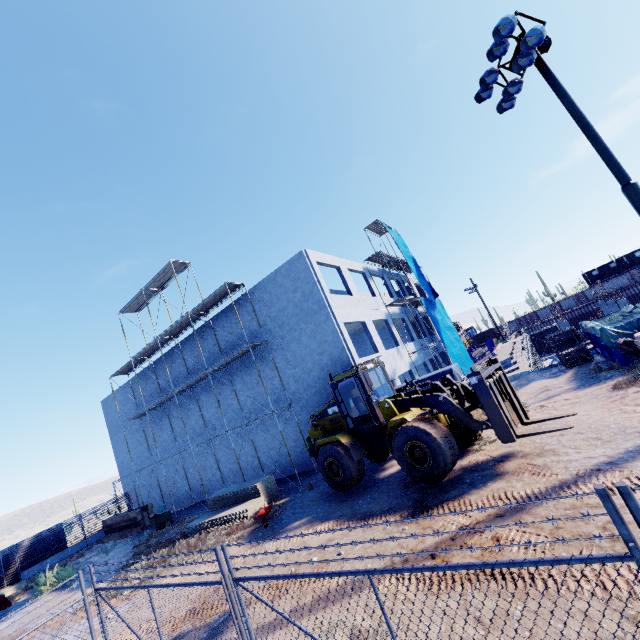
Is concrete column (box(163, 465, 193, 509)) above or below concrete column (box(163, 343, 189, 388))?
below

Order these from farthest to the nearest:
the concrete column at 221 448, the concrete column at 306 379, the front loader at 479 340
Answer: the front loader at 479 340
the concrete column at 221 448
the concrete column at 306 379

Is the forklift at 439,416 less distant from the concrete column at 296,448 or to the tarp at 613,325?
the concrete column at 296,448

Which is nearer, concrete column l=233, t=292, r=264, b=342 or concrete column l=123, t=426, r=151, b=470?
concrete column l=233, t=292, r=264, b=342

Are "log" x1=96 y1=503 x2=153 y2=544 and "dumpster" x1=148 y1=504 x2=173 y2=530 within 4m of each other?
yes

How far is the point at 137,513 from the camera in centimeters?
2280cm

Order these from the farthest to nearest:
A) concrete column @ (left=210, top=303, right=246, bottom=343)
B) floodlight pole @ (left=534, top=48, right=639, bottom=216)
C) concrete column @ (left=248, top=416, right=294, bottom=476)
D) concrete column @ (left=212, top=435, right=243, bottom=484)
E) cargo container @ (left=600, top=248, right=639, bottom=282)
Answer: cargo container @ (left=600, top=248, right=639, bottom=282) → concrete column @ (left=212, top=435, right=243, bottom=484) → concrete column @ (left=210, top=303, right=246, bottom=343) → concrete column @ (left=248, top=416, right=294, bottom=476) → floodlight pole @ (left=534, top=48, right=639, bottom=216)
